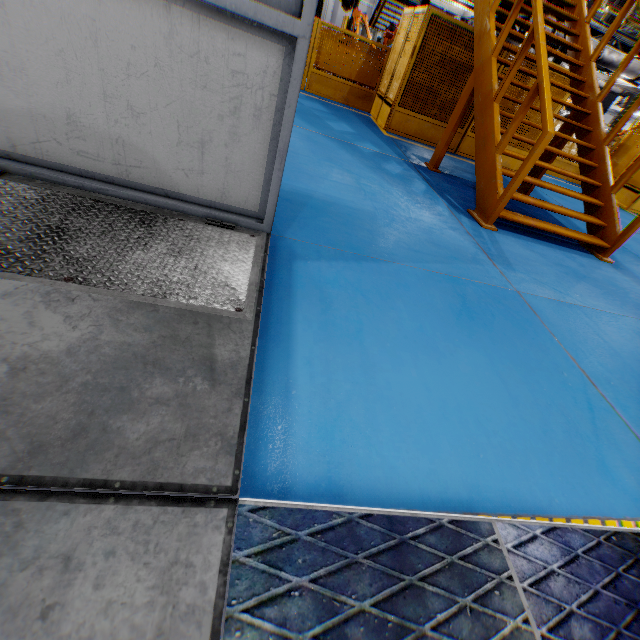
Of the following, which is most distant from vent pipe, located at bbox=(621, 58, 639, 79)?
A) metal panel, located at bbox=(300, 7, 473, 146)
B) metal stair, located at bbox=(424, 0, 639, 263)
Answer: metal stair, located at bbox=(424, 0, 639, 263)

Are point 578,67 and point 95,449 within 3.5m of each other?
no

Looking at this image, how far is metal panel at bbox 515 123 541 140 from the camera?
8.04m

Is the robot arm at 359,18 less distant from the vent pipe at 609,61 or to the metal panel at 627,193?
the metal panel at 627,193

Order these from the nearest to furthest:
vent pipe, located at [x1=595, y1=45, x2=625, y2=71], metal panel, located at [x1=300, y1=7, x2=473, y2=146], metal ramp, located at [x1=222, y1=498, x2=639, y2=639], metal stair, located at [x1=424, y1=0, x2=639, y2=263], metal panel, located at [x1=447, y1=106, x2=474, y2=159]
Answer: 1. metal ramp, located at [x1=222, y1=498, x2=639, y2=639]
2. metal stair, located at [x1=424, y1=0, x2=639, y2=263]
3. metal panel, located at [x1=300, y1=7, x2=473, y2=146]
4. metal panel, located at [x1=447, y1=106, x2=474, y2=159]
5. vent pipe, located at [x1=595, y1=45, x2=625, y2=71]

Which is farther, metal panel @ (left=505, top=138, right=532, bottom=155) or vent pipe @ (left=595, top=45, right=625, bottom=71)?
vent pipe @ (left=595, top=45, right=625, bottom=71)

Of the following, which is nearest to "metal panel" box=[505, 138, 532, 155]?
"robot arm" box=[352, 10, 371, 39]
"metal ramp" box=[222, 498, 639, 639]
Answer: "robot arm" box=[352, 10, 371, 39]

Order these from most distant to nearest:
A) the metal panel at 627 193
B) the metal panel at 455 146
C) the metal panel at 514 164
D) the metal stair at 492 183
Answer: the metal panel at 627 193 → the metal panel at 514 164 → the metal panel at 455 146 → the metal stair at 492 183
